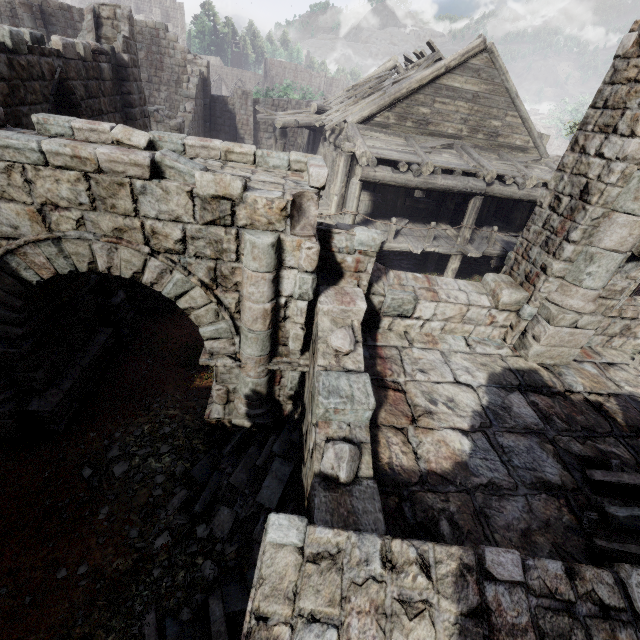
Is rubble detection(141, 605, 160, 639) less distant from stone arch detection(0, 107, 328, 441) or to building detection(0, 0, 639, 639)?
stone arch detection(0, 107, 328, 441)

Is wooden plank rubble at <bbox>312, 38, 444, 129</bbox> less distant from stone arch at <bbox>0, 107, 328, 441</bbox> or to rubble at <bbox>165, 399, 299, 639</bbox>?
stone arch at <bbox>0, 107, 328, 441</bbox>

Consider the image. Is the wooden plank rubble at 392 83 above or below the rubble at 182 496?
above

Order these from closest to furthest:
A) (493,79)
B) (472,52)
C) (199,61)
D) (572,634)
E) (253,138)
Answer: (572,634) → (472,52) → (493,79) → (199,61) → (253,138)

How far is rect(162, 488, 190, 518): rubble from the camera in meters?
5.2

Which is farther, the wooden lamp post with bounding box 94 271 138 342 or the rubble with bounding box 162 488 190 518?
the wooden lamp post with bounding box 94 271 138 342

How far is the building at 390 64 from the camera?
18.28m

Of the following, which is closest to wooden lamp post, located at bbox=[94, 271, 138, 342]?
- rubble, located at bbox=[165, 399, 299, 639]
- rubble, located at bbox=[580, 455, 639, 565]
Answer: rubble, located at bbox=[165, 399, 299, 639]
